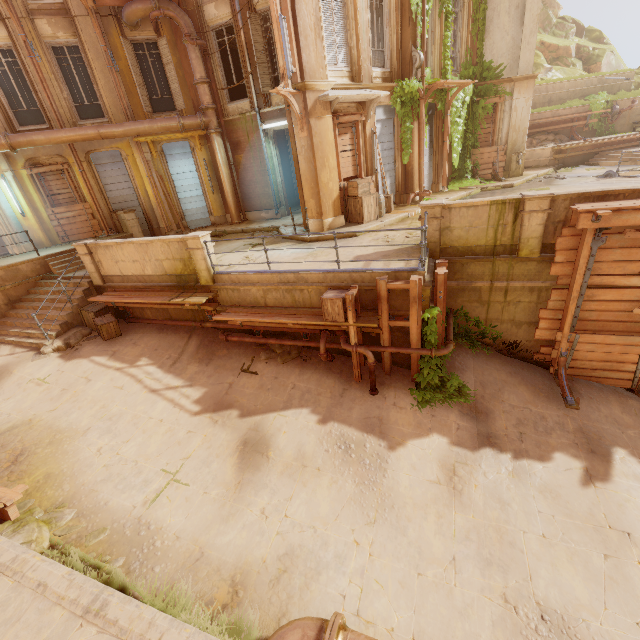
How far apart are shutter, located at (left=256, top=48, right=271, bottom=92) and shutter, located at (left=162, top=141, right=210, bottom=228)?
4.28m

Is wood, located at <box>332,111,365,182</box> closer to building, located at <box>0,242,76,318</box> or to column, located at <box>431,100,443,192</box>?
building, located at <box>0,242,76,318</box>

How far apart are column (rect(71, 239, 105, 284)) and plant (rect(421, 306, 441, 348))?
10.78m

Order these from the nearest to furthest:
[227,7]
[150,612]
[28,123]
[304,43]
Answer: [150,612], [304,43], [227,7], [28,123]

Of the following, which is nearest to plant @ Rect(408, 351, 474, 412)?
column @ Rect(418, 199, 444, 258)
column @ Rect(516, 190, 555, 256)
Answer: column @ Rect(418, 199, 444, 258)

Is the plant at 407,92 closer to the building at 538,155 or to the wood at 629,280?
the building at 538,155

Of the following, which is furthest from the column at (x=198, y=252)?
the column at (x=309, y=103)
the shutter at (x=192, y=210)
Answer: the shutter at (x=192, y=210)

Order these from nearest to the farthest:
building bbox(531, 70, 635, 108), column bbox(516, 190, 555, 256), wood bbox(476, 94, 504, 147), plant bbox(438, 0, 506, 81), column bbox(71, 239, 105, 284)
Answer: column bbox(516, 190, 555, 256)
column bbox(71, 239, 105, 284)
plant bbox(438, 0, 506, 81)
wood bbox(476, 94, 504, 147)
building bbox(531, 70, 635, 108)
